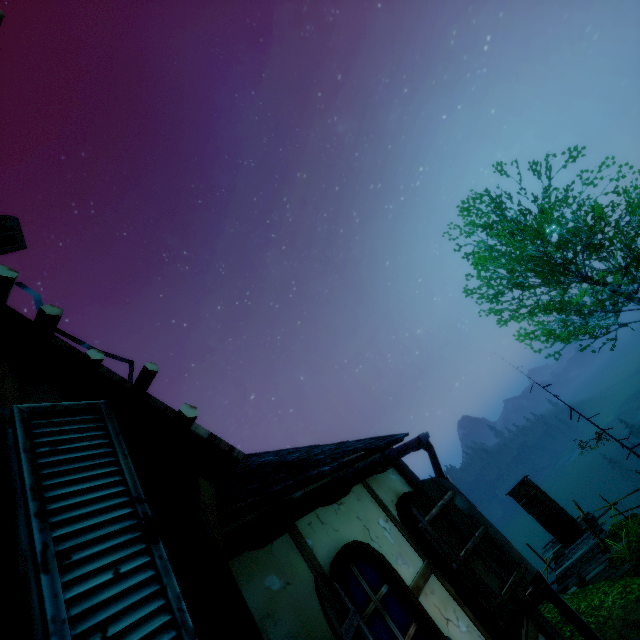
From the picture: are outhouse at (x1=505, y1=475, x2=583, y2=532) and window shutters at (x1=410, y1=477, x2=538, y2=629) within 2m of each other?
no

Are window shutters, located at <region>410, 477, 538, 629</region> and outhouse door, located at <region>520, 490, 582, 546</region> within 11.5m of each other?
no

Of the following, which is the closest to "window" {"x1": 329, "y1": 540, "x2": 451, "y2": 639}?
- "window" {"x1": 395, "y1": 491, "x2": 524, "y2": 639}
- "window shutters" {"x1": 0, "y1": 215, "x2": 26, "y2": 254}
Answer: "window" {"x1": 395, "y1": 491, "x2": 524, "y2": 639}

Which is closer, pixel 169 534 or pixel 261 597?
pixel 169 534

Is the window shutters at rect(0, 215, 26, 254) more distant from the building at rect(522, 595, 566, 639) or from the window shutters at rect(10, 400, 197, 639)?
the window shutters at rect(10, 400, 197, 639)

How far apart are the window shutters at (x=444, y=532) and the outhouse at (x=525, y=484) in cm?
1410

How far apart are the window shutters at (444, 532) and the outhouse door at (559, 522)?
14.12m

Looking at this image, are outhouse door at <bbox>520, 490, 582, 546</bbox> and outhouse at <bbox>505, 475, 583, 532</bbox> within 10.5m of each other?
yes
